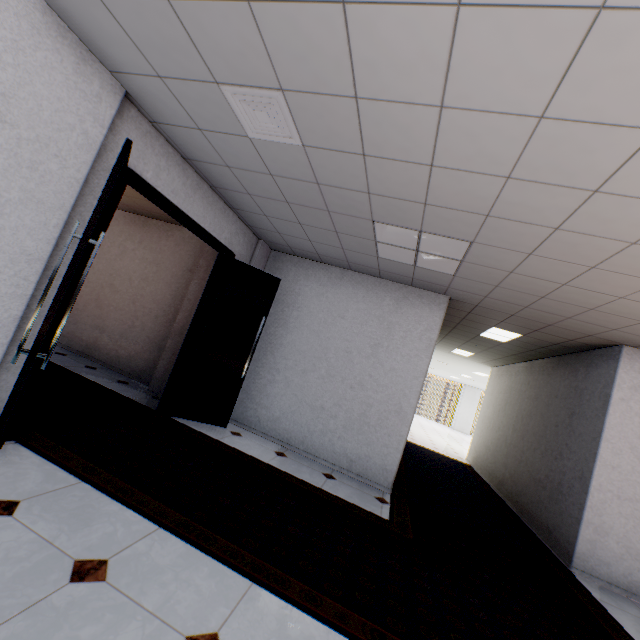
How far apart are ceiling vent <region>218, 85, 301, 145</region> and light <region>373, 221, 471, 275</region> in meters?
1.2

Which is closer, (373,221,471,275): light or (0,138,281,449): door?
(0,138,281,449): door

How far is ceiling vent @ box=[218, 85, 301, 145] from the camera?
2.15m

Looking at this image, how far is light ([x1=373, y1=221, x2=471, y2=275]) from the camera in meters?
3.3

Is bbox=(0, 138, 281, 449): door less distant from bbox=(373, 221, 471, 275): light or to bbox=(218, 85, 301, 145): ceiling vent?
bbox=(218, 85, 301, 145): ceiling vent

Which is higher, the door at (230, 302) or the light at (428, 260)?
the light at (428, 260)

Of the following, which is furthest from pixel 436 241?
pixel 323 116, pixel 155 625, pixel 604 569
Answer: pixel 604 569

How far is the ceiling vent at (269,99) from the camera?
2.15m
